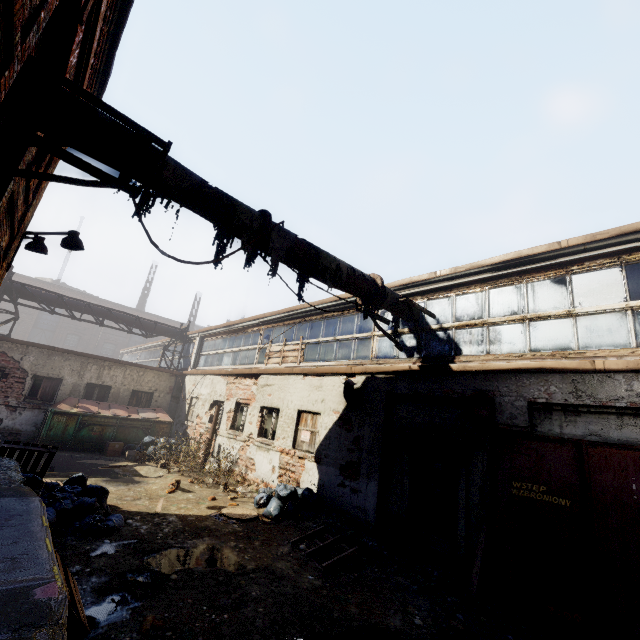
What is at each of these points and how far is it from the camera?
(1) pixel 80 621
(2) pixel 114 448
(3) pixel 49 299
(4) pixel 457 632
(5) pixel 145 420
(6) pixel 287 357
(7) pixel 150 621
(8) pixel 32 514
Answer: (1) pallet, 3.31m
(2) carton, 12.55m
(3) pipe, 15.52m
(4) instancedfoliageactor, 4.02m
(5) trash container, 13.73m
(6) pallet, 11.80m
(7) instancedfoliageactor, 3.61m
(8) building, 3.57m

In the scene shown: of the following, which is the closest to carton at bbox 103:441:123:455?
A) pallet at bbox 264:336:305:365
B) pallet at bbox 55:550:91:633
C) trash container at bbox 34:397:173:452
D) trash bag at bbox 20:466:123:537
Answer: trash container at bbox 34:397:173:452

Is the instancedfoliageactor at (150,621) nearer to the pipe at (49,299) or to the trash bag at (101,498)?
the trash bag at (101,498)

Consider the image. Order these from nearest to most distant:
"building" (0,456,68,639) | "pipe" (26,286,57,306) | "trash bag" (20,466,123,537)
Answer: "building" (0,456,68,639) → "trash bag" (20,466,123,537) → "pipe" (26,286,57,306)

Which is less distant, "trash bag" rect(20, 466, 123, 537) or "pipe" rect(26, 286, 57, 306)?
"trash bag" rect(20, 466, 123, 537)

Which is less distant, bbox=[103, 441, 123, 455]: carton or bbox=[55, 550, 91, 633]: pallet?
bbox=[55, 550, 91, 633]: pallet

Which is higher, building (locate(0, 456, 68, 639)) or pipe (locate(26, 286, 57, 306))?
pipe (locate(26, 286, 57, 306))

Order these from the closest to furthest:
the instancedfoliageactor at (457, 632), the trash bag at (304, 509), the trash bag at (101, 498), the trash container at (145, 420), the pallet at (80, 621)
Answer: the pallet at (80, 621) < the instancedfoliageactor at (457, 632) < the trash bag at (101, 498) < the trash bag at (304, 509) < the trash container at (145, 420)
